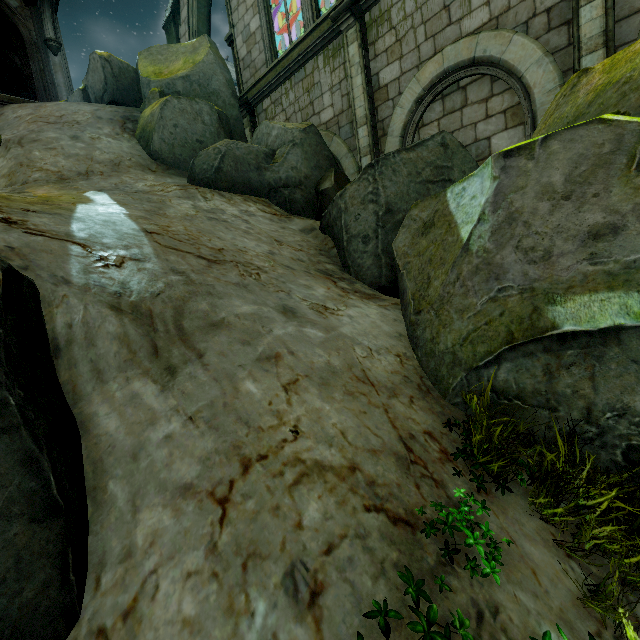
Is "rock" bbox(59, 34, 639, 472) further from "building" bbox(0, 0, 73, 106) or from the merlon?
the merlon

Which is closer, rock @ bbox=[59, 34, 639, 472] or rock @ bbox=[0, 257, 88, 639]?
rock @ bbox=[0, 257, 88, 639]

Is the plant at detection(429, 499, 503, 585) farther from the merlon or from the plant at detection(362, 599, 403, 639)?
the merlon

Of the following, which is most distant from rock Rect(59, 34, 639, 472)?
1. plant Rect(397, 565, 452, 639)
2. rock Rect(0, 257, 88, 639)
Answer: rock Rect(0, 257, 88, 639)

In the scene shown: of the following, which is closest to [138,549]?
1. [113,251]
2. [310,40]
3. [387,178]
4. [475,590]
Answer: [475,590]

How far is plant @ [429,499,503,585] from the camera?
1.8 meters

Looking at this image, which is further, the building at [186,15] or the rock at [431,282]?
the building at [186,15]

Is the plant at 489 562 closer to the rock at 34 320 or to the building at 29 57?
the rock at 34 320
